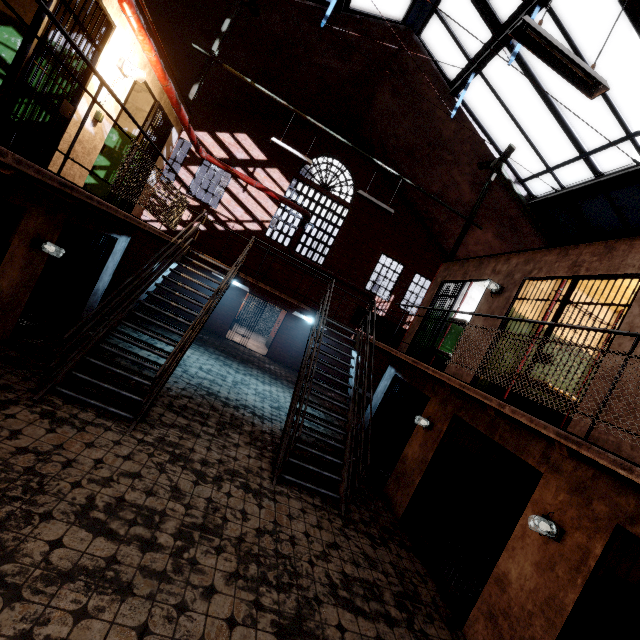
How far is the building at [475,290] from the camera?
9.56m

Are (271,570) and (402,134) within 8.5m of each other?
no

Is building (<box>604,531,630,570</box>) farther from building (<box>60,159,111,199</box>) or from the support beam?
building (<box>60,159,111,199</box>)

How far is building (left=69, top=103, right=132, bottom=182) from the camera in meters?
5.2 m

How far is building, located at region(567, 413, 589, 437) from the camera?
4.1 meters

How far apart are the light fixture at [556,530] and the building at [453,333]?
5.9m

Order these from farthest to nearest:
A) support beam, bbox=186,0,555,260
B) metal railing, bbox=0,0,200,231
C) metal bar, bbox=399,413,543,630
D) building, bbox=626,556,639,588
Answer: support beam, bbox=186,0,555,260
metal bar, bbox=399,413,543,630
building, bbox=626,556,639,588
metal railing, bbox=0,0,200,231

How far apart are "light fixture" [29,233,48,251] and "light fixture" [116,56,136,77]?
3.0 meters
